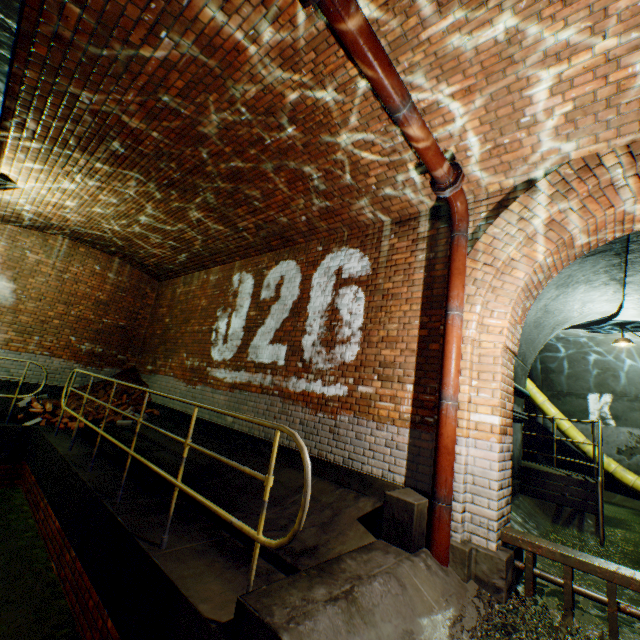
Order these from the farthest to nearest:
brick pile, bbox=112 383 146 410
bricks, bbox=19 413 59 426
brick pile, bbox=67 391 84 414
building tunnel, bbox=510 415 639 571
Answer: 1. brick pile, bbox=112 383 146 410
2. brick pile, bbox=67 391 84 414
3. bricks, bbox=19 413 59 426
4. building tunnel, bbox=510 415 639 571

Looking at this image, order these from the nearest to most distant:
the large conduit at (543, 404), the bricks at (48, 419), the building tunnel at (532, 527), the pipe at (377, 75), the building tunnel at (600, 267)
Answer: the pipe at (377, 75) → the building tunnel at (532, 527) → the building tunnel at (600, 267) → the bricks at (48, 419) → the large conduit at (543, 404)

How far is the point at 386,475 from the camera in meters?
4.0 m

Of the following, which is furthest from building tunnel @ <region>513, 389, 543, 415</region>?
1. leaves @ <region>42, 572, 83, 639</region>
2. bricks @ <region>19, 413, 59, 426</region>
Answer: bricks @ <region>19, 413, 59, 426</region>

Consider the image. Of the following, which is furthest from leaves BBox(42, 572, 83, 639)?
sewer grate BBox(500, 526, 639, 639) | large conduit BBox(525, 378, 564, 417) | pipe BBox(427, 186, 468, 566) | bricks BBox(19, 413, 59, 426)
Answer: large conduit BBox(525, 378, 564, 417)

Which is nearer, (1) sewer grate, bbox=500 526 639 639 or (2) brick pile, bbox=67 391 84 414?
(1) sewer grate, bbox=500 526 639 639

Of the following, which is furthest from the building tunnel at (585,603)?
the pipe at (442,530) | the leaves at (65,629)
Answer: the leaves at (65,629)

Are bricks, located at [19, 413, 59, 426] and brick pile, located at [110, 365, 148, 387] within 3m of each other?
yes
